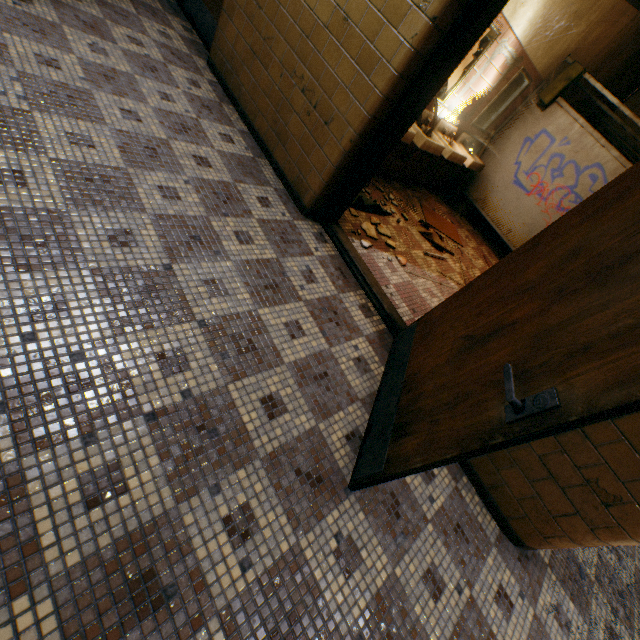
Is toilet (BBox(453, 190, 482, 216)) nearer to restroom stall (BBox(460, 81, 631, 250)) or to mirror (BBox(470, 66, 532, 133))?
restroom stall (BBox(460, 81, 631, 250))

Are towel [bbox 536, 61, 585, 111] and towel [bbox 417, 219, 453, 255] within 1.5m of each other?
no

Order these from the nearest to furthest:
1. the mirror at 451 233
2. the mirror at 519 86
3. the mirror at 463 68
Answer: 1. the mirror at 463 68
2. the mirror at 519 86
3. the mirror at 451 233

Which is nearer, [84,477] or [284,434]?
[84,477]

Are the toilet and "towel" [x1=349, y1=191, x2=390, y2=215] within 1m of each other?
no

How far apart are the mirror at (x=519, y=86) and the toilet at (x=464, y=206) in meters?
0.9

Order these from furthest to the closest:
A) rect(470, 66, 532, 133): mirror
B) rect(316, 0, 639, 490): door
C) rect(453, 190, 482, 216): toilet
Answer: rect(453, 190, 482, 216): toilet < rect(470, 66, 532, 133): mirror < rect(316, 0, 639, 490): door

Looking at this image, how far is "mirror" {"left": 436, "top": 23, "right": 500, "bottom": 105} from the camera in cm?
339
